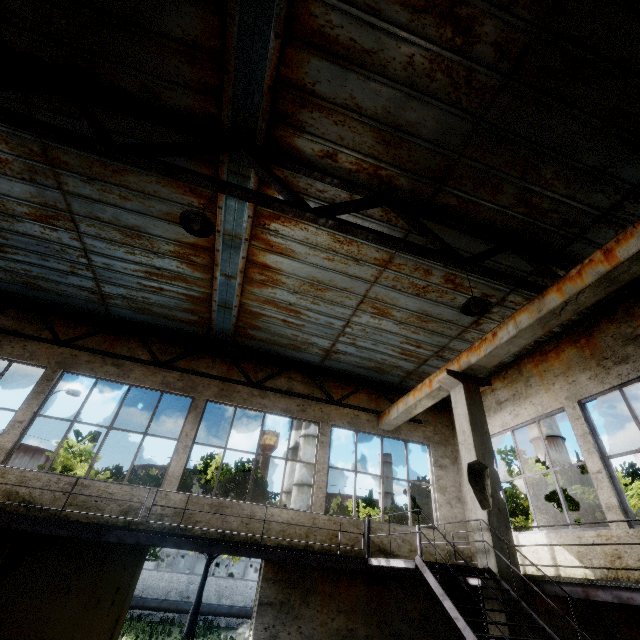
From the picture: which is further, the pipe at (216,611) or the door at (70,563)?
the pipe at (216,611)

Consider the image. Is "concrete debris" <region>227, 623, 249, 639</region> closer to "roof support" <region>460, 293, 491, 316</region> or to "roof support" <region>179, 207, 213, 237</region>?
"roof support" <region>460, 293, 491, 316</region>

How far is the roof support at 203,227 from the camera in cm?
426

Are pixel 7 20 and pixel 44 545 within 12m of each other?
yes

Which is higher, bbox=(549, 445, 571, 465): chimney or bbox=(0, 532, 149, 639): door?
bbox=(549, 445, 571, 465): chimney

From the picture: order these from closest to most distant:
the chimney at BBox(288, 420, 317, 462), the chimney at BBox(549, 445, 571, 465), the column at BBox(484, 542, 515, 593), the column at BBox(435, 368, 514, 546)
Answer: the column at BBox(484, 542, 515, 593) < the column at BBox(435, 368, 514, 546) < the chimney at BBox(288, 420, 317, 462) < the chimney at BBox(549, 445, 571, 465)

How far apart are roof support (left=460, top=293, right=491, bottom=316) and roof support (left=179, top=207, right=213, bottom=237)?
4.0 meters

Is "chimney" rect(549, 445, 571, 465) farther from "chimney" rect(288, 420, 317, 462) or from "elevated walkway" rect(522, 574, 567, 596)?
"elevated walkway" rect(522, 574, 567, 596)
